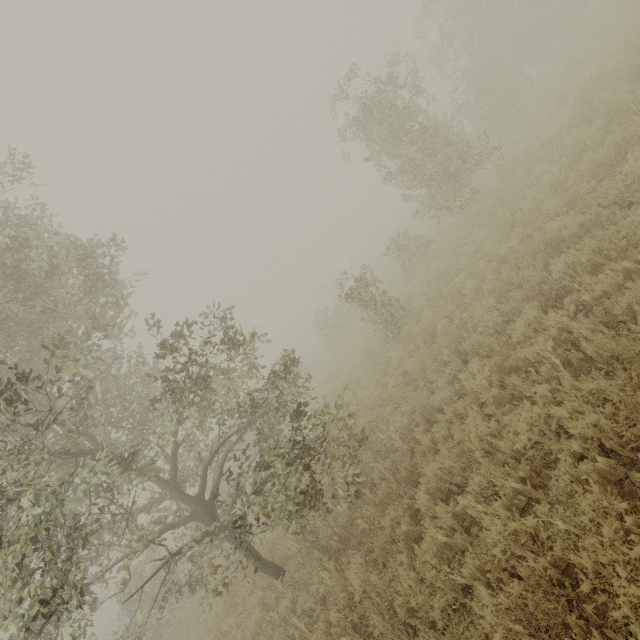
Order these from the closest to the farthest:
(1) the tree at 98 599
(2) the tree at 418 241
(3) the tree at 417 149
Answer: (1) the tree at 98 599, (3) the tree at 417 149, (2) the tree at 418 241

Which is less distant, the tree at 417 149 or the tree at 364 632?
the tree at 364 632

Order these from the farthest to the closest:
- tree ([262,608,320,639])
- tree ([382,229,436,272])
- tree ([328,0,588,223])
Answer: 1. tree ([382,229,436,272])
2. tree ([328,0,588,223])
3. tree ([262,608,320,639])

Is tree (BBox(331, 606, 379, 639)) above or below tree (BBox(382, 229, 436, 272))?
below

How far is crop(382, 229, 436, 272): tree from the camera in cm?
1584

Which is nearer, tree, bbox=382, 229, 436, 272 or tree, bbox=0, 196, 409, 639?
tree, bbox=0, 196, 409, 639

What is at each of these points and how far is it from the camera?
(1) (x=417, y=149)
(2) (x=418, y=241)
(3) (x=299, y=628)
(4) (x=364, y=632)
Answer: (1) tree, 11.3 meters
(2) tree, 15.8 meters
(3) tree, 5.7 meters
(4) tree, 4.7 meters
